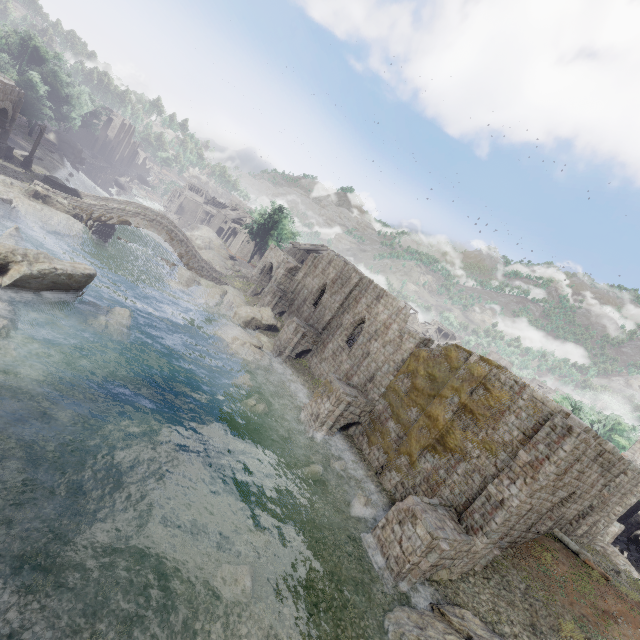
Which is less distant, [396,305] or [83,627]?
[83,627]

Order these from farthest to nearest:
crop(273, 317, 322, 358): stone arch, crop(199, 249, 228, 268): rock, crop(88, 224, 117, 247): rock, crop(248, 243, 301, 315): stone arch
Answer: crop(199, 249, 228, 268): rock < crop(248, 243, 301, 315): stone arch < crop(88, 224, 117, 247): rock < crop(273, 317, 322, 358): stone arch

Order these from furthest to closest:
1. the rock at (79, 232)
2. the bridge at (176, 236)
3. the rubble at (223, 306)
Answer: the rubble at (223, 306) → the bridge at (176, 236) → the rock at (79, 232)

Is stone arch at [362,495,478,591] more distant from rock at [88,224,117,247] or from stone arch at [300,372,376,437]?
rock at [88,224,117,247]

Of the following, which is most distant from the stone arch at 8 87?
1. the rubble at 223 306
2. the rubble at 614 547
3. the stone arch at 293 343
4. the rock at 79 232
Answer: the rubble at 614 547

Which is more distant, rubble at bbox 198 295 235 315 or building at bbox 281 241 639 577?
rubble at bbox 198 295 235 315

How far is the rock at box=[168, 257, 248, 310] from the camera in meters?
35.0

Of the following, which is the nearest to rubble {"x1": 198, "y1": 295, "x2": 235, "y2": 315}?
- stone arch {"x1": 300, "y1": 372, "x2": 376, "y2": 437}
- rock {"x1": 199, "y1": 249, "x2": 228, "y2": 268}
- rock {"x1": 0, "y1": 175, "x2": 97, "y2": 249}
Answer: rock {"x1": 199, "y1": 249, "x2": 228, "y2": 268}
